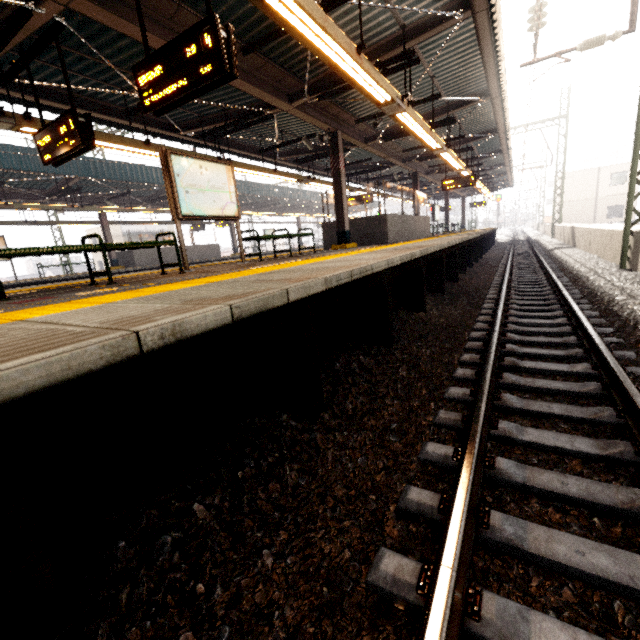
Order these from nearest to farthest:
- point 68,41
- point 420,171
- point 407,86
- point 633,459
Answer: point 633,459
point 68,41
point 407,86
point 420,171

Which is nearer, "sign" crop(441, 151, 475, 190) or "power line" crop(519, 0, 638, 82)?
"power line" crop(519, 0, 638, 82)

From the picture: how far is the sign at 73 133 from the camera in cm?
500

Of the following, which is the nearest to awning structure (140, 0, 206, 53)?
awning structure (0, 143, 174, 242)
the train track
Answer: the train track

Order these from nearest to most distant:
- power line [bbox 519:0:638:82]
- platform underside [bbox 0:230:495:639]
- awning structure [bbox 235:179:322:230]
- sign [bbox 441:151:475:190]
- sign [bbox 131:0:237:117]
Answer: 1. platform underside [bbox 0:230:495:639]
2. sign [bbox 131:0:237:117]
3. power line [bbox 519:0:638:82]
4. sign [bbox 441:151:475:190]
5. awning structure [bbox 235:179:322:230]

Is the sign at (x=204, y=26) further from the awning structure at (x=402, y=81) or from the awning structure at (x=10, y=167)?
the awning structure at (x=10, y=167)

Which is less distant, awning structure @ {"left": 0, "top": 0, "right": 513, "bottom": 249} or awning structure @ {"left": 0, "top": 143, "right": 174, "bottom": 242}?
awning structure @ {"left": 0, "top": 0, "right": 513, "bottom": 249}
